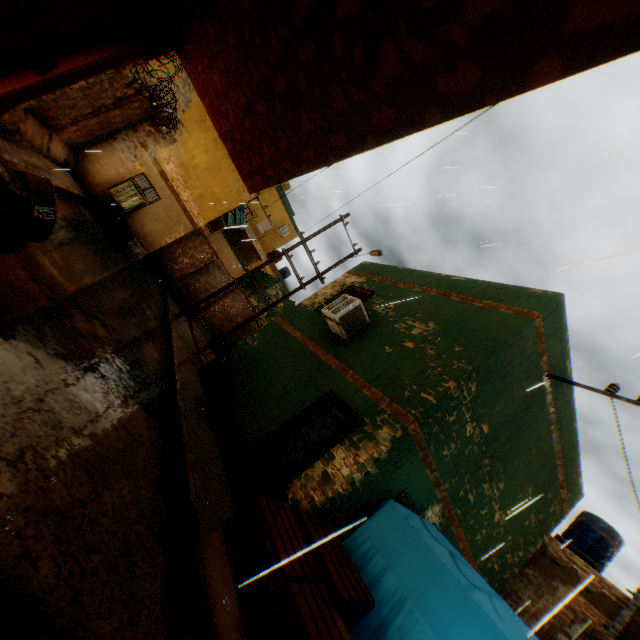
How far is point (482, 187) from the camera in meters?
6.7

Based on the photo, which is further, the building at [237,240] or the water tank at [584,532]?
the water tank at [584,532]

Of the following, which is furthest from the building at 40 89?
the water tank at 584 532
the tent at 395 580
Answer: the water tank at 584 532

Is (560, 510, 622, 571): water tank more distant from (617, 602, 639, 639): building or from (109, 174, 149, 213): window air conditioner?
(109, 174, 149, 213): window air conditioner

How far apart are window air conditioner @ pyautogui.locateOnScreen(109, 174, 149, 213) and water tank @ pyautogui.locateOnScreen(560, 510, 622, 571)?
22.5m

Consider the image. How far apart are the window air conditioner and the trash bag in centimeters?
21cm

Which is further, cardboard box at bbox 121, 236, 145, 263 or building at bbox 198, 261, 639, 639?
cardboard box at bbox 121, 236, 145, 263

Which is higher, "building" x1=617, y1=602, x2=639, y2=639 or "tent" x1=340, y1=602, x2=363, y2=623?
"building" x1=617, y1=602, x2=639, y2=639
